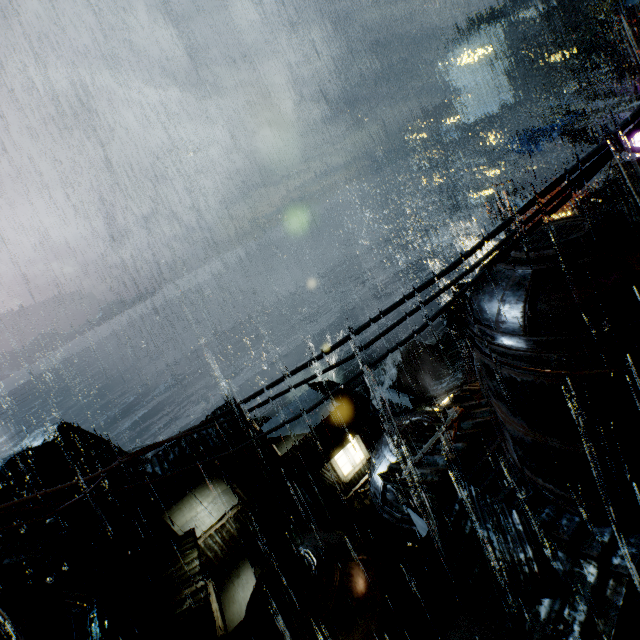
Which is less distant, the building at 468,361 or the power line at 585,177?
the power line at 585,177

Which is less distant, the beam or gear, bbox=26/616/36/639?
gear, bbox=26/616/36/639

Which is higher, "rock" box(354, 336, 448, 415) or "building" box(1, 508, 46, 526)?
"building" box(1, 508, 46, 526)

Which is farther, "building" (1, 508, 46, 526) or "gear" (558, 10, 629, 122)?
"gear" (558, 10, 629, 122)

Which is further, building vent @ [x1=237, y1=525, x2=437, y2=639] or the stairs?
the stairs

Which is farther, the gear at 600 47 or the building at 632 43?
the gear at 600 47

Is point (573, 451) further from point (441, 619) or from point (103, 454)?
point (103, 454)
